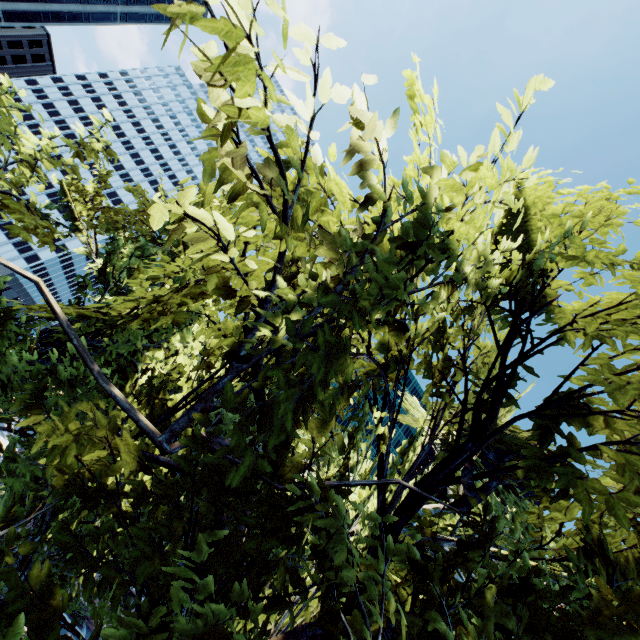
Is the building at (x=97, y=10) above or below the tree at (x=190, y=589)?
above

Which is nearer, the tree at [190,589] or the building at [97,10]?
the tree at [190,589]

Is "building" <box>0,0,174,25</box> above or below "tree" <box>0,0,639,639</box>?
above

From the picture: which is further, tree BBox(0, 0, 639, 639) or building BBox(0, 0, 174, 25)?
building BBox(0, 0, 174, 25)

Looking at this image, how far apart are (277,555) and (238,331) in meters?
6.2 m
